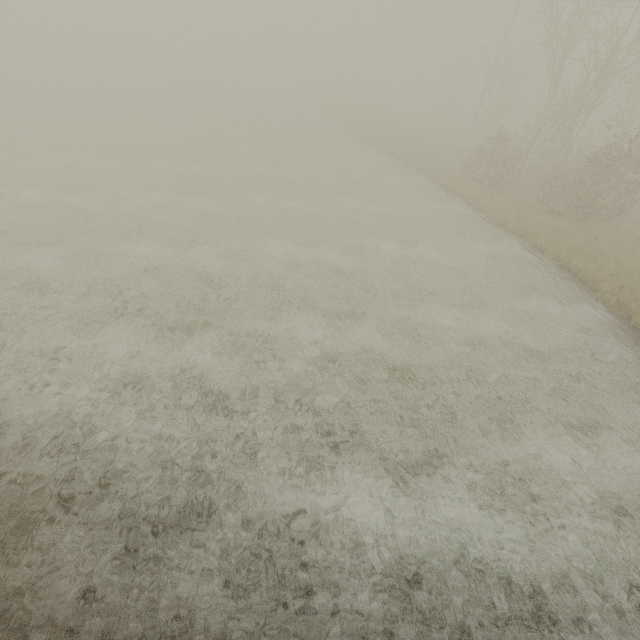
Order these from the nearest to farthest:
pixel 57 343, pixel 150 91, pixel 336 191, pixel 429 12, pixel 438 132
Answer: pixel 57 343, pixel 336 191, pixel 150 91, pixel 438 132, pixel 429 12
